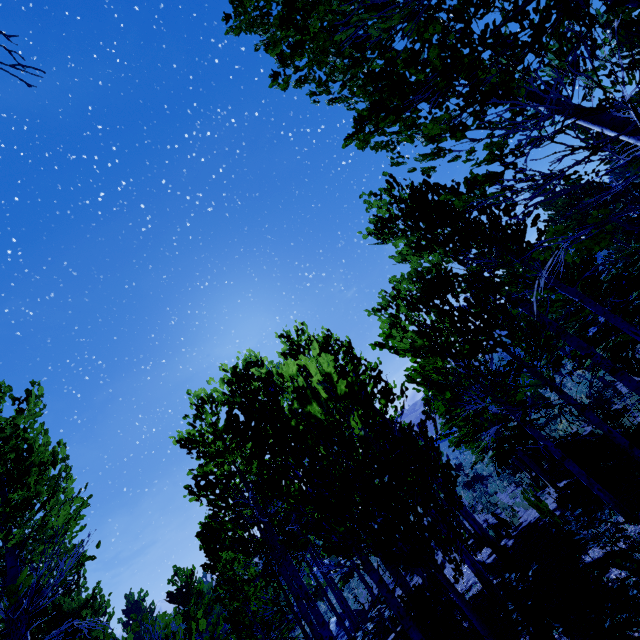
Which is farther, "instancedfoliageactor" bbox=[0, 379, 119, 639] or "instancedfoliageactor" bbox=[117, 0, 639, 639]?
"instancedfoliageactor" bbox=[0, 379, 119, 639]

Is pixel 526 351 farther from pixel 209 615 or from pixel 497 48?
pixel 209 615

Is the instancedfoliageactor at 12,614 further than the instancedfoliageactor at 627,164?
Yes
